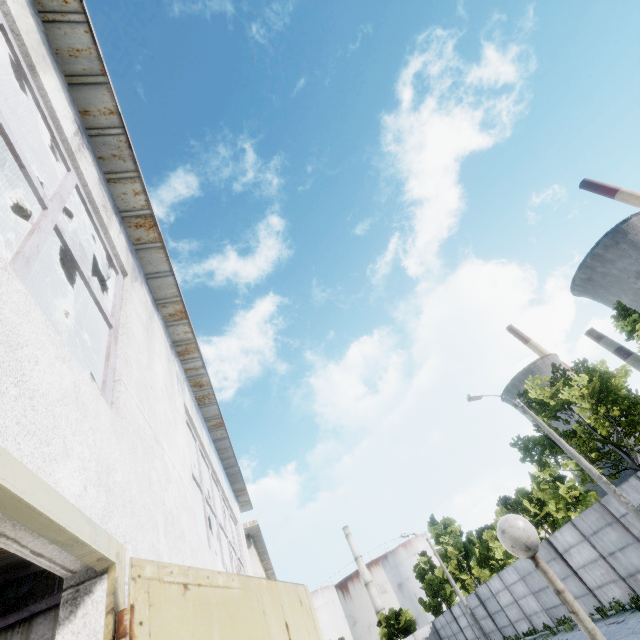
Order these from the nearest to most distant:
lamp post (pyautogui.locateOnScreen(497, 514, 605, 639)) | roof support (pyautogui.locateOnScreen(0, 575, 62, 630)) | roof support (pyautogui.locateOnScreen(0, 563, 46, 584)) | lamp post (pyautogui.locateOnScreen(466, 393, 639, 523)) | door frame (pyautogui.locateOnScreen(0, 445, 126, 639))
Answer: door frame (pyautogui.locateOnScreen(0, 445, 126, 639)) → lamp post (pyautogui.locateOnScreen(497, 514, 605, 639)) → roof support (pyautogui.locateOnScreen(0, 575, 62, 630)) → roof support (pyautogui.locateOnScreen(0, 563, 46, 584)) → lamp post (pyautogui.locateOnScreen(466, 393, 639, 523))

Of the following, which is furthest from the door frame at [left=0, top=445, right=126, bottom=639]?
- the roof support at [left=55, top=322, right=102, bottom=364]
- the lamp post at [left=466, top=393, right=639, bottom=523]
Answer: the lamp post at [left=466, top=393, right=639, bottom=523]

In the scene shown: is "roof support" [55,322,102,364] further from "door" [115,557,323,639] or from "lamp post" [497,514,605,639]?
"lamp post" [497,514,605,639]

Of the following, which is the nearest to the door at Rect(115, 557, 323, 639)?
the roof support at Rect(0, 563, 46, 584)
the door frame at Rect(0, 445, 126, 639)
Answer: the door frame at Rect(0, 445, 126, 639)

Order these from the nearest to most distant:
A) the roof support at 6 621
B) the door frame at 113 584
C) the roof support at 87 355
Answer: the door frame at 113 584 < the roof support at 87 355 < the roof support at 6 621

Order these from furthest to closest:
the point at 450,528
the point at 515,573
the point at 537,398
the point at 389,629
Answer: the point at 389,629, the point at 450,528, the point at 515,573, the point at 537,398

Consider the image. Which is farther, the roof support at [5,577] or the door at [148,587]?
the roof support at [5,577]

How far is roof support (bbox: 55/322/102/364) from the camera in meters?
4.6
